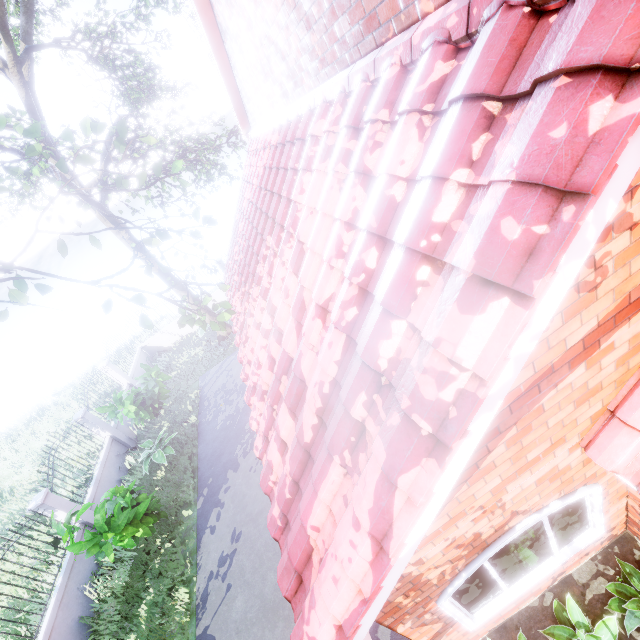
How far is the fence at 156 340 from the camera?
14.1m

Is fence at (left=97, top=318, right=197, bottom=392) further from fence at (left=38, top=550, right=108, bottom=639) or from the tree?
fence at (left=38, top=550, right=108, bottom=639)

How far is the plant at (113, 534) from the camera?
7.0 meters

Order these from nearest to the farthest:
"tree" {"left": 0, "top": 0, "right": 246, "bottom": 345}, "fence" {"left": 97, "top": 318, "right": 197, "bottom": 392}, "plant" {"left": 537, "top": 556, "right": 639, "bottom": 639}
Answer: "tree" {"left": 0, "top": 0, "right": 246, "bottom": 345}, "plant" {"left": 537, "top": 556, "right": 639, "bottom": 639}, "fence" {"left": 97, "top": 318, "right": 197, "bottom": 392}

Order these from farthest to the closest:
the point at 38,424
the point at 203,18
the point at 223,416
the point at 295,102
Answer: the point at 38,424
the point at 223,416
the point at 203,18
the point at 295,102

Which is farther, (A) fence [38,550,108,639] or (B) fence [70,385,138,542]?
(B) fence [70,385,138,542]

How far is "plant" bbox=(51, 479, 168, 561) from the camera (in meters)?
6.97

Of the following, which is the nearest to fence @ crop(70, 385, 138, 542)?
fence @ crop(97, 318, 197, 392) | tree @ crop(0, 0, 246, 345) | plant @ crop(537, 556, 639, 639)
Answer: fence @ crop(97, 318, 197, 392)
